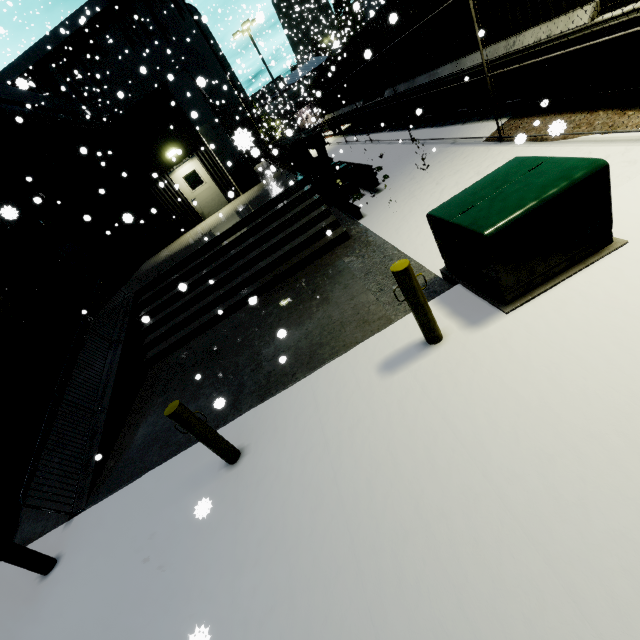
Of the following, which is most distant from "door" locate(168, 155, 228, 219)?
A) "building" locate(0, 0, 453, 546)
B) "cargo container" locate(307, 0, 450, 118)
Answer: "cargo container" locate(307, 0, 450, 118)

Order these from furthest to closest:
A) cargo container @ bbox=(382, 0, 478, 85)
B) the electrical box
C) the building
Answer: cargo container @ bbox=(382, 0, 478, 85), the building, the electrical box

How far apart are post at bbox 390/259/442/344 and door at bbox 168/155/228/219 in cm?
1417

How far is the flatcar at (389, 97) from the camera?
13.6m

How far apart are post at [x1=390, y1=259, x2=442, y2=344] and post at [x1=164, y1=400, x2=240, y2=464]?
2.7m

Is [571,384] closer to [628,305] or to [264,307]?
[628,305]

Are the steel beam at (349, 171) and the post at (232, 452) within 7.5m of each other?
no

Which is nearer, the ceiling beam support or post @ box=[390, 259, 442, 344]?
post @ box=[390, 259, 442, 344]
